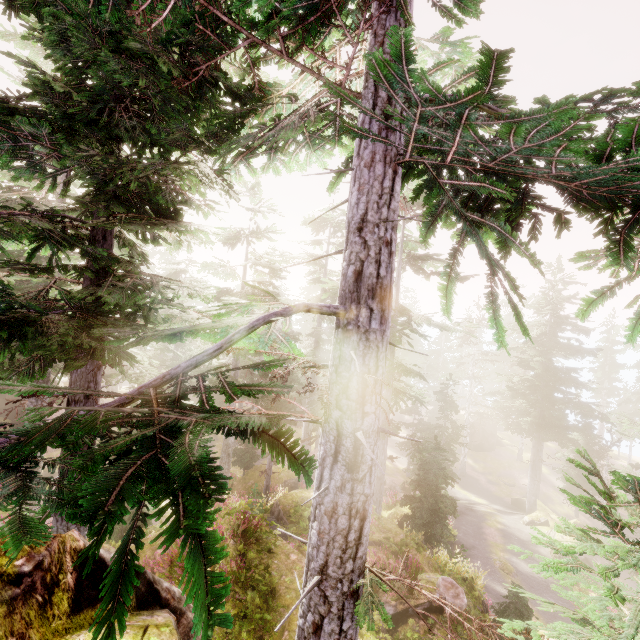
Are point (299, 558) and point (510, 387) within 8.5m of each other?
no

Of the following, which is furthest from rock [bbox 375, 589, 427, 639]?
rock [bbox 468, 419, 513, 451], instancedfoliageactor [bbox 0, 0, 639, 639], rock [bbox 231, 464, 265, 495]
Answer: rock [bbox 468, 419, 513, 451]

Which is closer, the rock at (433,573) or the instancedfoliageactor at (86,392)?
the instancedfoliageactor at (86,392)

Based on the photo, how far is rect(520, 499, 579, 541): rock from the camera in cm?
2436

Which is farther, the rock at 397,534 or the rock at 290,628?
the rock at 397,534

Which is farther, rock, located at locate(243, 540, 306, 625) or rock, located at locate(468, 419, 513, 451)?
rock, located at locate(468, 419, 513, 451)

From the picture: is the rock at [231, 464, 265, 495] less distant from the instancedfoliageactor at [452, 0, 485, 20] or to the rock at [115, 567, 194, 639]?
the instancedfoliageactor at [452, 0, 485, 20]

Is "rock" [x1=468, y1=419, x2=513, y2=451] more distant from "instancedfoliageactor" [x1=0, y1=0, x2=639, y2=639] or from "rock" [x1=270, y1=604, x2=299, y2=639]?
"rock" [x1=270, y1=604, x2=299, y2=639]
